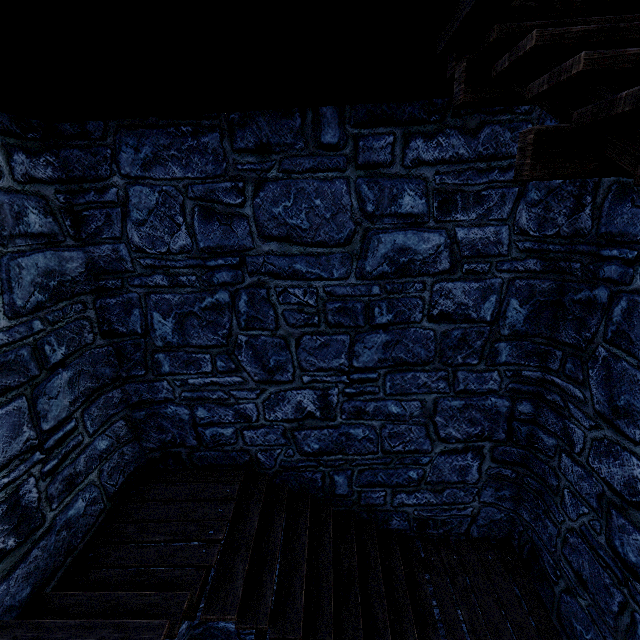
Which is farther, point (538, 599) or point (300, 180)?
point (538, 599)
